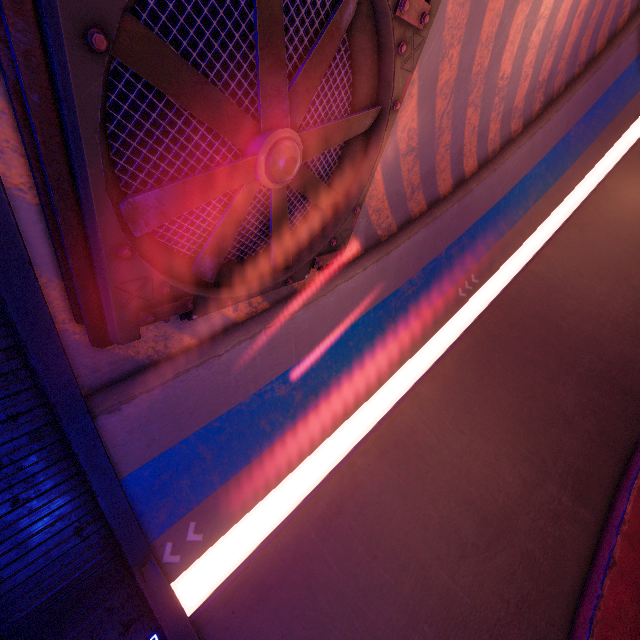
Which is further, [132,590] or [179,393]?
[179,393]

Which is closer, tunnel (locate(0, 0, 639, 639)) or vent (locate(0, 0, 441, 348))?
vent (locate(0, 0, 441, 348))

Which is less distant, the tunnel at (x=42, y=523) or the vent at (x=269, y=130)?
the vent at (x=269, y=130)
